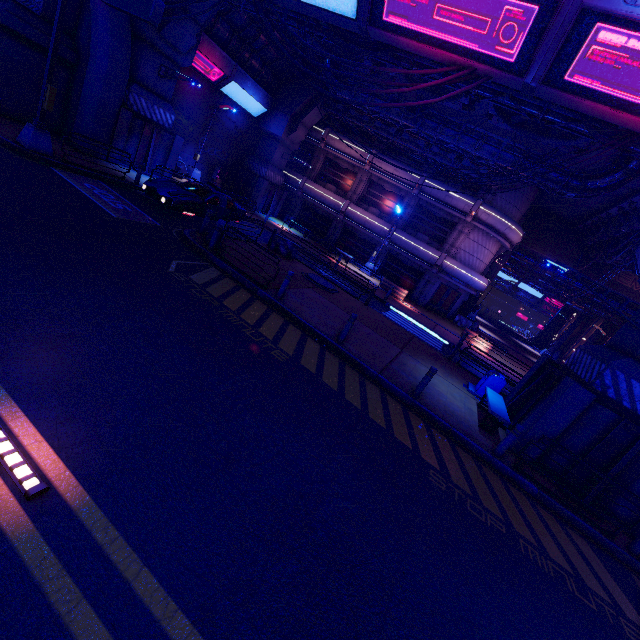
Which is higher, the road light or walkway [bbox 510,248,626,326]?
walkway [bbox 510,248,626,326]

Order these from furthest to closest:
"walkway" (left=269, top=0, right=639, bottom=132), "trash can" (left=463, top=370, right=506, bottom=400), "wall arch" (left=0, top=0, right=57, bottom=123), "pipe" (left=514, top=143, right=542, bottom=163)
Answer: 1. "pipe" (left=514, top=143, right=542, bottom=163)
2. "wall arch" (left=0, top=0, right=57, bottom=123)
3. "trash can" (left=463, top=370, right=506, bottom=400)
4. "walkway" (left=269, top=0, right=639, bottom=132)

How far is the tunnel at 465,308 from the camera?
33.7 meters

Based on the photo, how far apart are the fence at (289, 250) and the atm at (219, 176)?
13.1 meters

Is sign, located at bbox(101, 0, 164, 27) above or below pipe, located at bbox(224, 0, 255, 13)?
below

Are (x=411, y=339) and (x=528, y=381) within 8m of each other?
yes

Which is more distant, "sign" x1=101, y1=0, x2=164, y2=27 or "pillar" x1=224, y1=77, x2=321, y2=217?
"pillar" x1=224, y1=77, x2=321, y2=217

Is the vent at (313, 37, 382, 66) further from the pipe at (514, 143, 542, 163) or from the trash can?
the trash can
